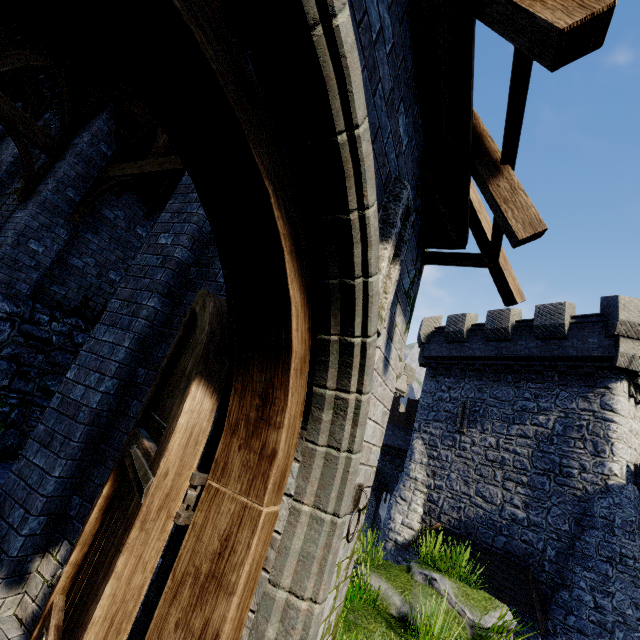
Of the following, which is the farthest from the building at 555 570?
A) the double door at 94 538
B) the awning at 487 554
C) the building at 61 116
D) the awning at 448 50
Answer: the double door at 94 538

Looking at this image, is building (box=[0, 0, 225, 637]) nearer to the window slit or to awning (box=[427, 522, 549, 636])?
the window slit

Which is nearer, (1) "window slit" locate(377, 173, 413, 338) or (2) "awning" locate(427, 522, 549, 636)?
(1) "window slit" locate(377, 173, 413, 338)

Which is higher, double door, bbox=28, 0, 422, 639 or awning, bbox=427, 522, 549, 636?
double door, bbox=28, 0, 422, 639

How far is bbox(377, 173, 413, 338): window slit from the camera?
2.3 meters

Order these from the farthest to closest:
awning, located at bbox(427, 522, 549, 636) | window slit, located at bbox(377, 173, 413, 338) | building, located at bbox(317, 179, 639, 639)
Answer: awning, located at bbox(427, 522, 549, 636) → building, located at bbox(317, 179, 639, 639) → window slit, located at bbox(377, 173, 413, 338)

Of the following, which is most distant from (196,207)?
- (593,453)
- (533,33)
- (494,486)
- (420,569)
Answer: (494,486)

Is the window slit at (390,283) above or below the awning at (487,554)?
above
